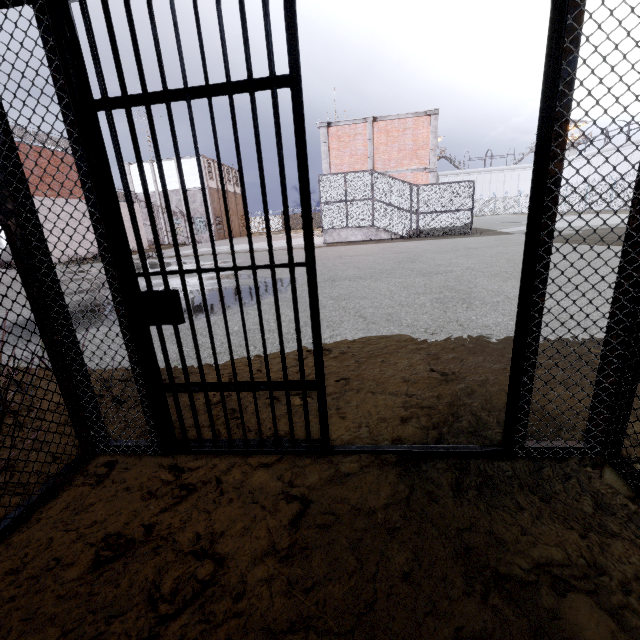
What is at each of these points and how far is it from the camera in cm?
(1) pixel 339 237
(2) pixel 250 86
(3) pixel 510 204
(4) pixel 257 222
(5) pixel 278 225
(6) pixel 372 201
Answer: (1) stair, 1906
(2) metal bar, 140
(3) fence, 5341
(4) fence, 5825
(5) fence, 5806
(6) cage, 1825

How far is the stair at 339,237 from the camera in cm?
1875

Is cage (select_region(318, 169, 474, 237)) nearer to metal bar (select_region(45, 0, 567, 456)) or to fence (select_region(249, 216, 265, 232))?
fence (select_region(249, 216, 265, 232))

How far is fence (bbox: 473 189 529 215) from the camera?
52.1m

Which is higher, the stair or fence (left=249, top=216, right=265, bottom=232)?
fence (left=249, top=216, right=265, bottom=232)

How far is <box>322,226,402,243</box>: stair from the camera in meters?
18.8

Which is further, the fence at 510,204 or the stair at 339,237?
the fence at 510,204

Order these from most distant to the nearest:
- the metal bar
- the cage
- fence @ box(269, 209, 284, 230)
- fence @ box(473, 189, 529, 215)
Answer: fence @ box(269, 209, 284, 230), fence @ box(473, 189, 529, 215), the cage, the metal bar
